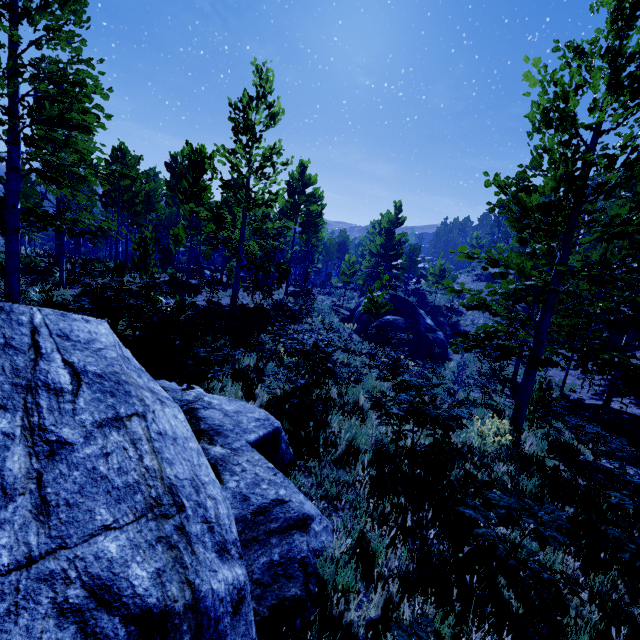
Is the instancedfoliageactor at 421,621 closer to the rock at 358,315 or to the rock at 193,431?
the rock at 193,431

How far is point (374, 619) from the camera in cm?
291

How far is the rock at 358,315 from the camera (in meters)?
21.12

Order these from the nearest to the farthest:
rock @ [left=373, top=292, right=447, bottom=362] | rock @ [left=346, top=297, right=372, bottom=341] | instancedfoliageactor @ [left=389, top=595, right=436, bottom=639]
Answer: instancedfoliageactor @ [left=389, top=595, right=436, bottom=639] < rock @ [left=373, top=292, right=447, bottom=362] < rock @ [left=346, top=297, right=372, bottom=341]

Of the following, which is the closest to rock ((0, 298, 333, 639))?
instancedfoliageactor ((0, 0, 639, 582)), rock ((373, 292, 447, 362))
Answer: instancedfoliageactor ((0, 0, 639, 582))

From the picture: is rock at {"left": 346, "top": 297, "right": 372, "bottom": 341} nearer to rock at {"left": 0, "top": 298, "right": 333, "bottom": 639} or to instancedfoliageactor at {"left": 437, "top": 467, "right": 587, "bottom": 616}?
instancedfoliageactor at {"left": 437, "top": 467, "right": 587, "bottom": 616}
